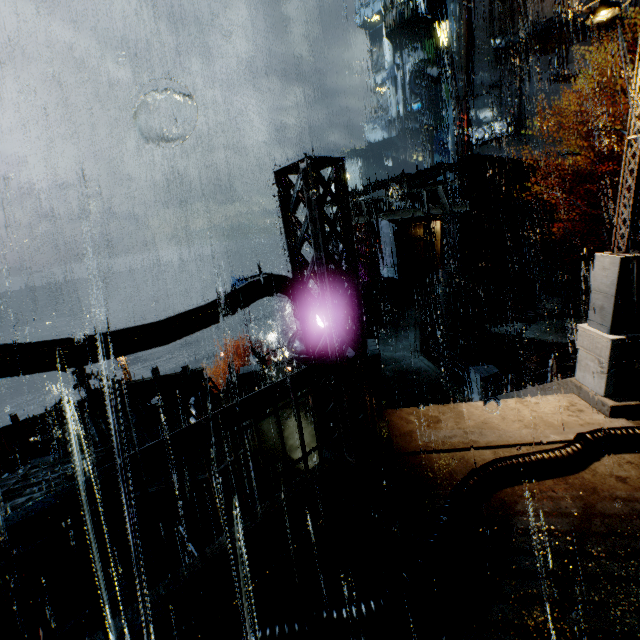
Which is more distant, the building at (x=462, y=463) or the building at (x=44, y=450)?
the building at (x=44, y=450)

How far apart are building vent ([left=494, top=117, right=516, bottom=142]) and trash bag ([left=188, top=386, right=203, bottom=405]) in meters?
38.9 m

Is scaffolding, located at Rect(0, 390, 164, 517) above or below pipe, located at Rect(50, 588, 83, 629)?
above

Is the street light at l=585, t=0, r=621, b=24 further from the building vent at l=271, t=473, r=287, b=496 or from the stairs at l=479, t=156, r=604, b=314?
the stairs at l=479, t=156, r=604, b=314

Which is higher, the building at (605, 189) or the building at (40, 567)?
the building at (605, 189)

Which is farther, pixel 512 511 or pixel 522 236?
pixel 522 236

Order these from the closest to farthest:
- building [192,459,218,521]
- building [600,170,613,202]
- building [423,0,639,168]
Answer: building [192,459,218,521] → building [600,170,613,202] → building [423,0,639,168]

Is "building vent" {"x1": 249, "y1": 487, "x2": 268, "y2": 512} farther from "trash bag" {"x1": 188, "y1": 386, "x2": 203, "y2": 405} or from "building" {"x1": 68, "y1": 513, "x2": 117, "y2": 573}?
"trash bag" {"x1": 188, "y1": 386, "x2": 203, "y2": 405}
